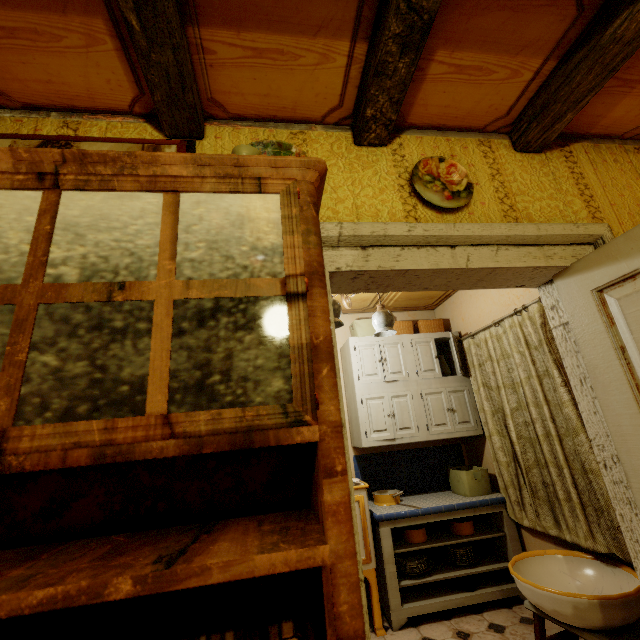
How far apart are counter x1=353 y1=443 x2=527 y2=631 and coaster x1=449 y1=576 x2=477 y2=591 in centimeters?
3cm

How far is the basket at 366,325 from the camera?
3.61m

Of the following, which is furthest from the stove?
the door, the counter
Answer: the door

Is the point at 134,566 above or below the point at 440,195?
below

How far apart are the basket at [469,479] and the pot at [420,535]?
0.52m

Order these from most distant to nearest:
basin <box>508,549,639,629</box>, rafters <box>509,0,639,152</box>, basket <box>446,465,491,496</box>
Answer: basket <box>446,465,491,496</box> < basin <box>508,549,639,629</box> < rafters <box>509,0,639,152</box>

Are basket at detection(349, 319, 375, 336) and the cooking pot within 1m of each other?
no

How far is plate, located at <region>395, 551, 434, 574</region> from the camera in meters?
2.8 m
